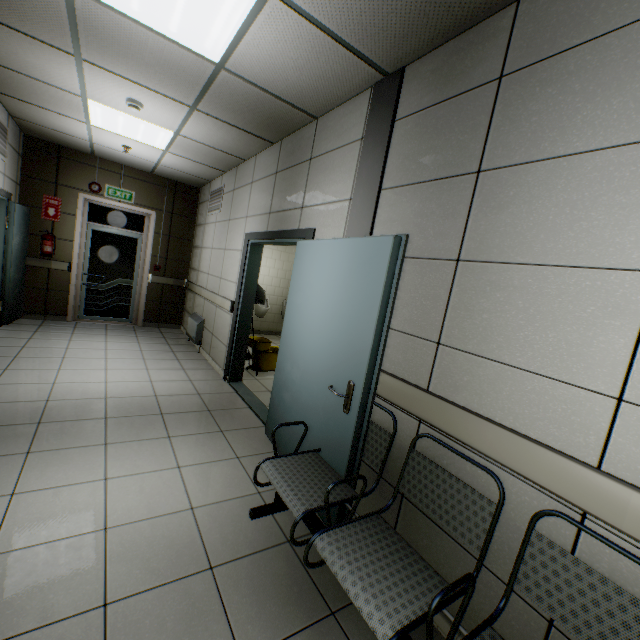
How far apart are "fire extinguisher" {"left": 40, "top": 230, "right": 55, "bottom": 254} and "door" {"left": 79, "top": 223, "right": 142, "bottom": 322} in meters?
0.5

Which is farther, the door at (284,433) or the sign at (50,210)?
the sign at (50,210)

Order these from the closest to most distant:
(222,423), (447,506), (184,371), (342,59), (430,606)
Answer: (430,606)
(447,506)
(342,59)
(222,423)
(184,371)

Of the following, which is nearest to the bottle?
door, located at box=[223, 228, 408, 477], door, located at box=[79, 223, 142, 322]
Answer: door, located at box=[223, 228, 408, 477]

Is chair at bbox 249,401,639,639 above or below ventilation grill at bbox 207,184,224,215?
below

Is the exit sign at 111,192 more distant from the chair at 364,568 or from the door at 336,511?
the chair at 364,568

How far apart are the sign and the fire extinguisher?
0.3 meters

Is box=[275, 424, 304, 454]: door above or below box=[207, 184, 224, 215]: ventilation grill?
below
